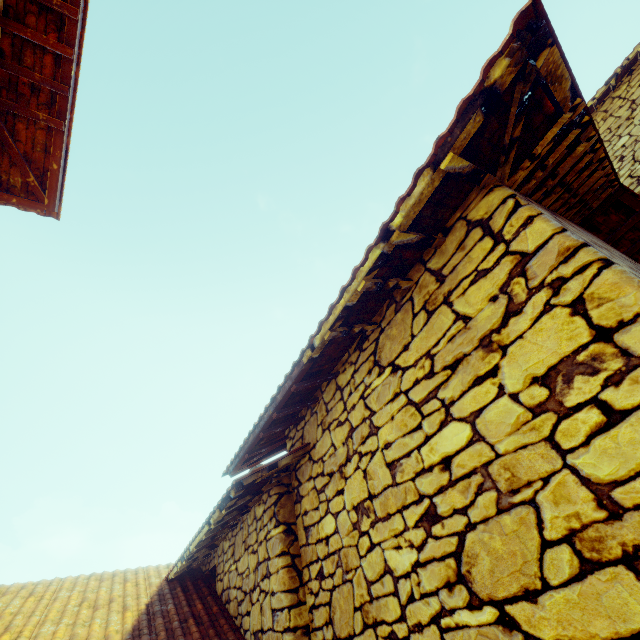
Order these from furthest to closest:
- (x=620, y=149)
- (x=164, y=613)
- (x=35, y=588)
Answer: (x=620, y=149)
(x=35, y=588)
(x=164, y=613)
